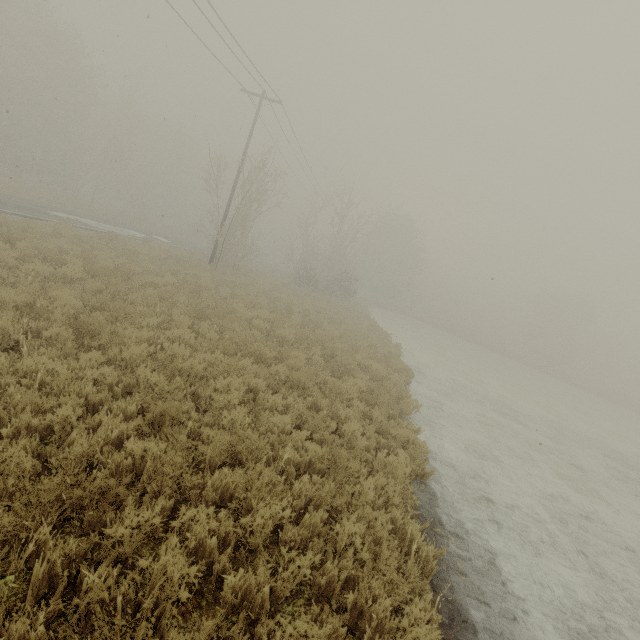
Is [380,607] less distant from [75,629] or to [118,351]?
[75,629]
